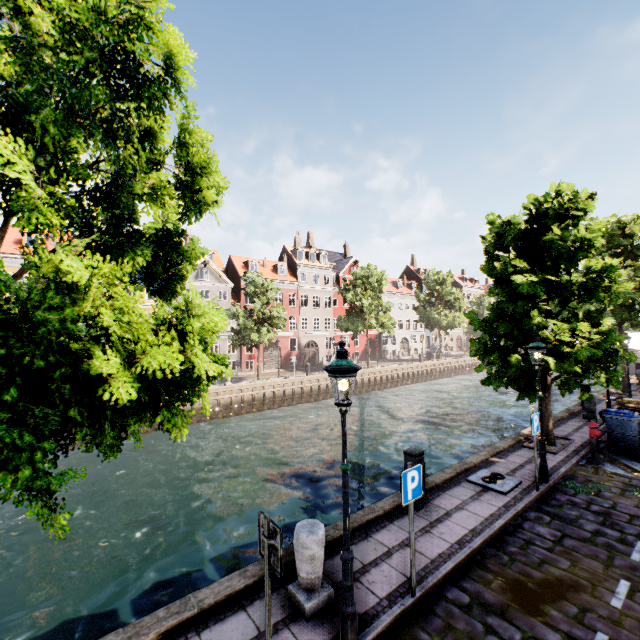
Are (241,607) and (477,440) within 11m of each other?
no

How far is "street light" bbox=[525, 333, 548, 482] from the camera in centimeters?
840cm

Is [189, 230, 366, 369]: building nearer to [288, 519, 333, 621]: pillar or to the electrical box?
[288, 519, 333, 621]: pillar

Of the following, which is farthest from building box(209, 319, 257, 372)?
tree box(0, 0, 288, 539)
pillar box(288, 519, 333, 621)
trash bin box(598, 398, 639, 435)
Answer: pillar box(288, 519, 333, 621)

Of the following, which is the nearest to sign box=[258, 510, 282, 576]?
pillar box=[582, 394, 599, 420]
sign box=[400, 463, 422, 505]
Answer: sign box=[400, 463, 422, 505]

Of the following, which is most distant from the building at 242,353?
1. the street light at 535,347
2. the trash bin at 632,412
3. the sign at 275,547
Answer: the sign at 275,547

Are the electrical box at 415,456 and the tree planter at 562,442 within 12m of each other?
yes

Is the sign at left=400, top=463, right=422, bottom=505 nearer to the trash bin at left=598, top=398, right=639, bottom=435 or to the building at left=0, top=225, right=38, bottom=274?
the building at left=0, top=225, right=38, bottom=274
